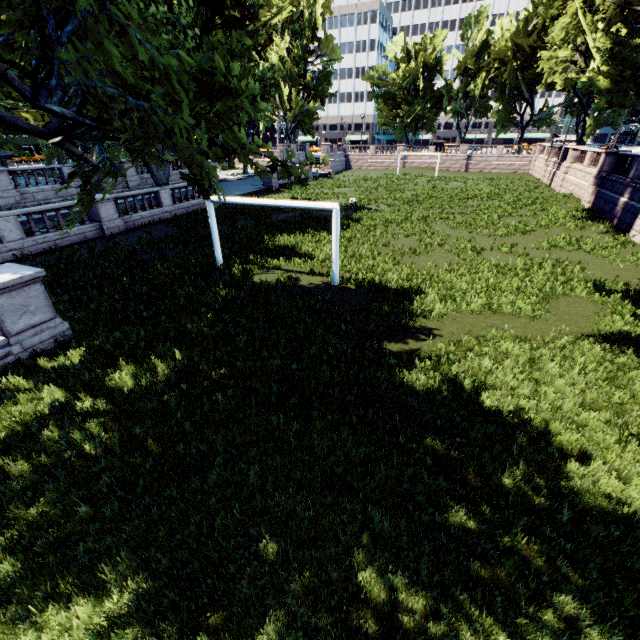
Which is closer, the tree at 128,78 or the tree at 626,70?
the tree at 128,78

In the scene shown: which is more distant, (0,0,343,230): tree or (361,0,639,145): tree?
(361,0,639,145): tree

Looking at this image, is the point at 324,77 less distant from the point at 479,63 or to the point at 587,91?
the point at 479,63
